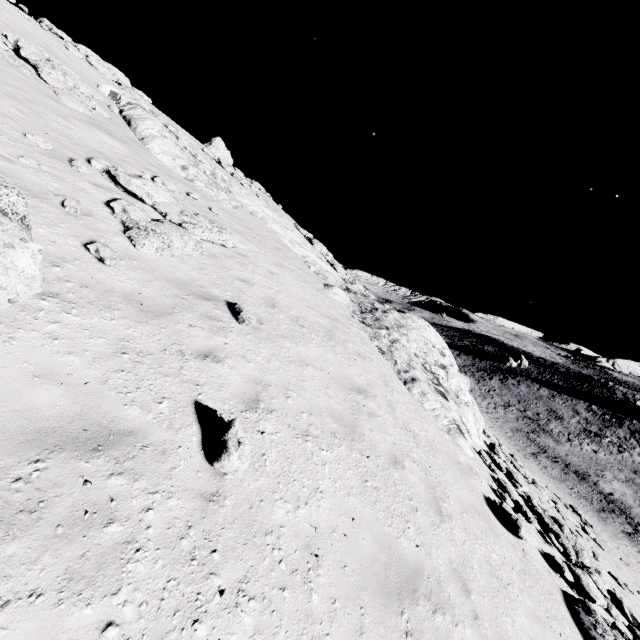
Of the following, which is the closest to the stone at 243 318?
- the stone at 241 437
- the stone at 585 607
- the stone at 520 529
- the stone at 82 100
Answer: the stone at 241 437

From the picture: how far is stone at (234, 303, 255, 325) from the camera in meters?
7.0 m

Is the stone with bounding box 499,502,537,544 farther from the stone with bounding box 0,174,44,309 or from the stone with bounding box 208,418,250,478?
the stone with bounding box 0,174,44,309

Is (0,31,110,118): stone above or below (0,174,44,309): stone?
above

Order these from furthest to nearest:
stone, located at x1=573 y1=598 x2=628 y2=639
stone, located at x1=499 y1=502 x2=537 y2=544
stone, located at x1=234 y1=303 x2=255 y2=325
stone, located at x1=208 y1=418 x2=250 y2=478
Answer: stone, located at x1=499 y1=502 x2=537 y2=544, stone, located at x1=234 y1=303 x2=255 y2=325, stone, located at x1=573 y1=598 x2=628 y2=639, stone, located at x1=208 y1=418 x2=250 y2=478

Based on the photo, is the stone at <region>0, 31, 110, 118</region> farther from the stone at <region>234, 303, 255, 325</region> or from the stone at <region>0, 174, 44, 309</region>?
the stone at <region>234, 303, 255, 325</region>

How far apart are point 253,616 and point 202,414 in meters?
2.3 m

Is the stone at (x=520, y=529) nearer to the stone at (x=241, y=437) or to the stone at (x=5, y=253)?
the stone at (x=241, y=437)
